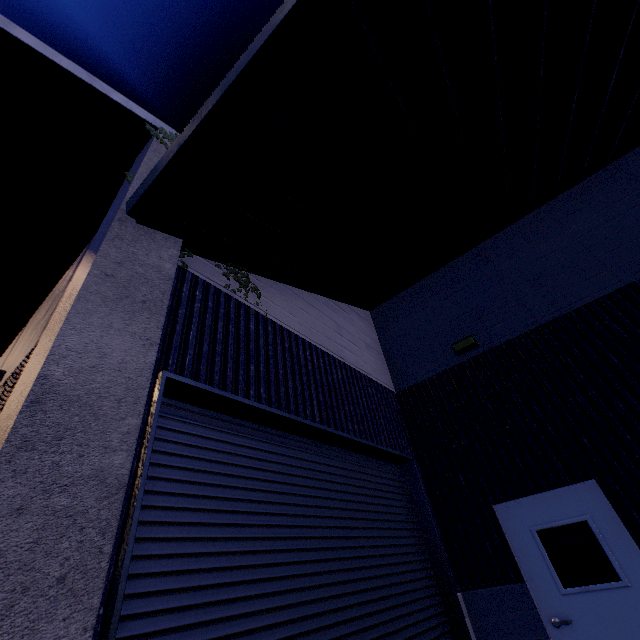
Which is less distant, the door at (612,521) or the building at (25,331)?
the building at (25,331)

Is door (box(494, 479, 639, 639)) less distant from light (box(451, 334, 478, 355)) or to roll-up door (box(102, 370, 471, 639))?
roll-up door (box(102, 370, 471, 639))

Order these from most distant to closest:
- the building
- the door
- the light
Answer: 1. the light
2. the door
3. the building

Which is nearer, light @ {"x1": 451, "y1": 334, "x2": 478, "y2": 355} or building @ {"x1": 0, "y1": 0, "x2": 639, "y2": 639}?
building @ {"x1": 0, "y1": 0, "x2": 639, "y2": 639}

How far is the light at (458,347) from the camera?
6.54m

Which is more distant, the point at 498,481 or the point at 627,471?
the point at 498,481

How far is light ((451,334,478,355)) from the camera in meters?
6.5

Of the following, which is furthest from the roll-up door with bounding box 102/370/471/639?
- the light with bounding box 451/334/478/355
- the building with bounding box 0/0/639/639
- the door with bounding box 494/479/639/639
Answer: the light with bounding box 451/334/478/355
